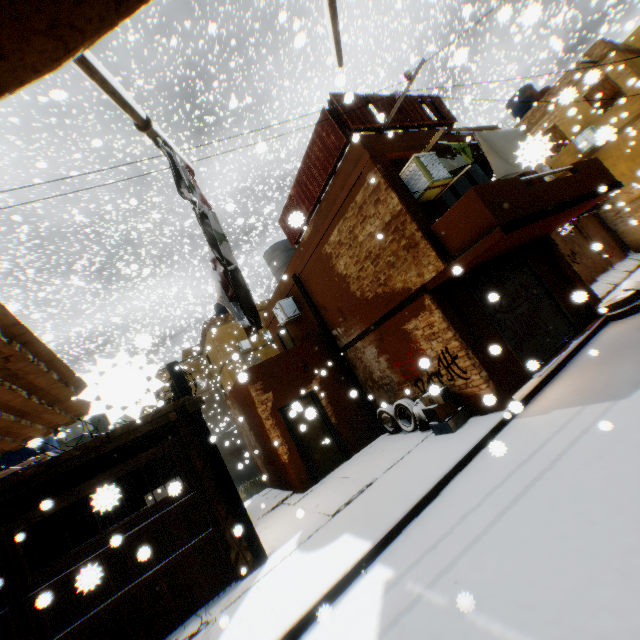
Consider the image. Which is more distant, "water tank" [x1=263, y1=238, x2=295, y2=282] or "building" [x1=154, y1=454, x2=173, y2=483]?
"water tank" [x1=263, y1=238, x2=295, y2=282]

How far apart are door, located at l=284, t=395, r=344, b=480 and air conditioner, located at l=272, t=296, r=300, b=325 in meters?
Result: 2.4

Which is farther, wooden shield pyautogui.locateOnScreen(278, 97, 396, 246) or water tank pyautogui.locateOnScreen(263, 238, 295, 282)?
water tank pyautogui.locateOnScreen(263, 238, 295, 282)

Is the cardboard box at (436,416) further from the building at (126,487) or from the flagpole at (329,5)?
the flagpole at (329,5)

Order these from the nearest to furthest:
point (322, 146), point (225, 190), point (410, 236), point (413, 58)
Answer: point (410, 236)
point (322, 146)
point (413, 58)
point (225, 190)

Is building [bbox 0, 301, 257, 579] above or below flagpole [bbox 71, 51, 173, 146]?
below

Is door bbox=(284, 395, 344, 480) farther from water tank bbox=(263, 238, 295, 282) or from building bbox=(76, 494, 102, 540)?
water tank bbox=(263, 238, 295, 282)

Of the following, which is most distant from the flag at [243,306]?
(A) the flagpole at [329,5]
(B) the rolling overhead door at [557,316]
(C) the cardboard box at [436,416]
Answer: (C) the cardboard box at [436,416]
